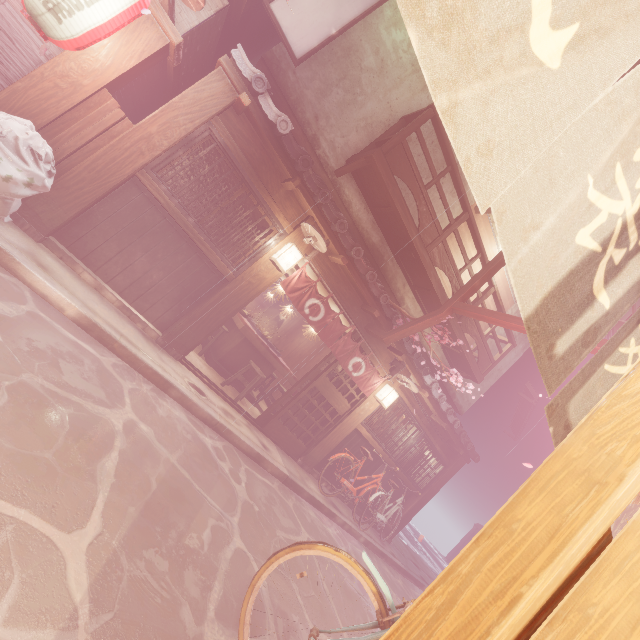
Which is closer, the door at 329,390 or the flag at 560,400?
the flag at 560,400

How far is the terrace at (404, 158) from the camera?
10.73m

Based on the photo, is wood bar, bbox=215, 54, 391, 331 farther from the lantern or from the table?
the table

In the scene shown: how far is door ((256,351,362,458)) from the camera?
11.73m

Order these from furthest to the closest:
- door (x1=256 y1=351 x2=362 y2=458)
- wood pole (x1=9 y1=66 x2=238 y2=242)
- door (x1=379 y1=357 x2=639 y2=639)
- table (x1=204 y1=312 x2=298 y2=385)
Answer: table (x1=204 y1=312 x2=298 y2=385) < door (x1=256 y1=351 x2=362 y2=458) < wood pole (x1=9 y1=66 x2=238 y2=242) < door (x1=379 y1=357 x2=639 y2=639)

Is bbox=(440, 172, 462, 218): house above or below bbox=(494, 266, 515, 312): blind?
below

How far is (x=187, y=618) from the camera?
3.82m

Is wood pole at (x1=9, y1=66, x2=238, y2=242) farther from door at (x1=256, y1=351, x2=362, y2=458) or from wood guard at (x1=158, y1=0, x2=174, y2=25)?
door at (x1=256, y1=351, x2=362, y2=458)
